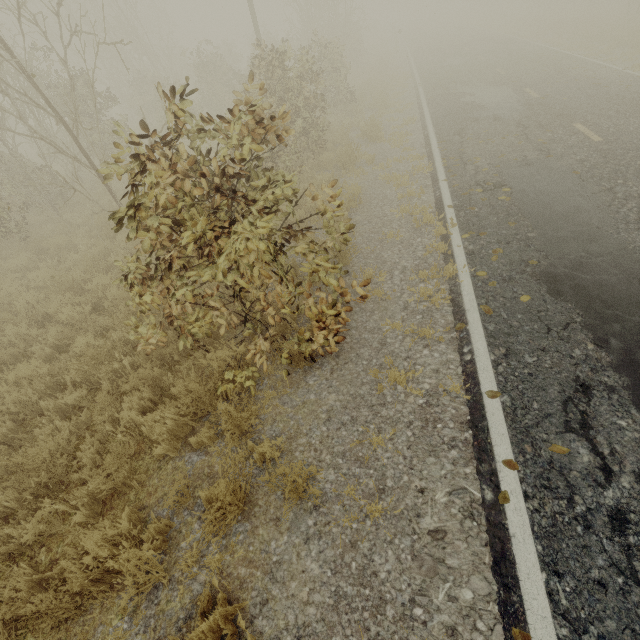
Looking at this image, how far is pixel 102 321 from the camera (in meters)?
6.32
